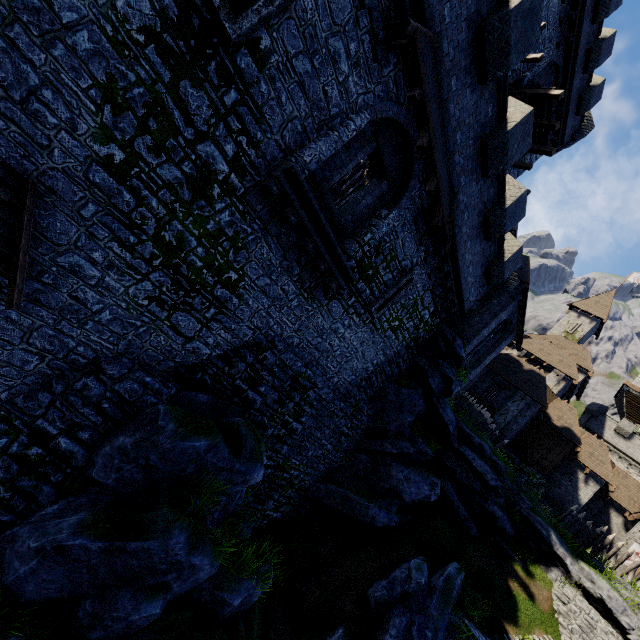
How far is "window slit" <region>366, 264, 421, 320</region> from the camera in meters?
12.2 m

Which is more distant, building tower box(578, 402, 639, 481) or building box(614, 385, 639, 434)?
building box(614, 385, 639, 434)

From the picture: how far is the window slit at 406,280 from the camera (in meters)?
12.22

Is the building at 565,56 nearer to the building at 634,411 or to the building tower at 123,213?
the building tower at 123,213

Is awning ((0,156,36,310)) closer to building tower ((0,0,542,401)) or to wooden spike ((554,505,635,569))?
building tower ((0,0,542,401))

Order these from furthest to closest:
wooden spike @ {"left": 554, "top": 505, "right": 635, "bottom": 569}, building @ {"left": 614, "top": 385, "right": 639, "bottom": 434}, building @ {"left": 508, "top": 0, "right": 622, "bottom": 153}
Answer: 1. building @ {"left": 614, "top": 385, "right": 639, "bottom": 434}
2. wooden spike @ {"left": 554, "top": 505, "right": 635, "bottom": 569}
3. building @ {"left": 508, "top": 0, "right": 622, "bottom": 153}

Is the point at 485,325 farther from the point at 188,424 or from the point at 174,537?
A: the point at 174,537

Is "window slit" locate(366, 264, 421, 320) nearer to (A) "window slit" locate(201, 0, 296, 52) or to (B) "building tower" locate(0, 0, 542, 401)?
(B) "building tower" locate(0, 0, 542, 401)
